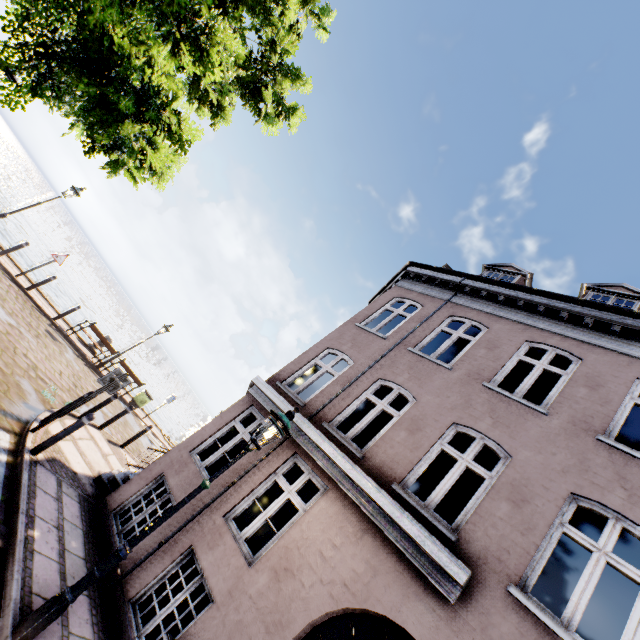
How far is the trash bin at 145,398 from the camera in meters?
16.8 m

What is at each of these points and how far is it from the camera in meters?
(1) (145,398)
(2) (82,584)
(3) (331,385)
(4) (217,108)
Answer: (1) trash bin, 17.0 m
(2) street light, 3.8 m
(3) building, 8.1 m
(4) tree, 8.3 m

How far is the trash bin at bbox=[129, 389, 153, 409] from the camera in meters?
16.8 m

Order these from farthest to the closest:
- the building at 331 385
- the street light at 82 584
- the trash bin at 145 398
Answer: the trash bin at 145 398, the building at 331 385, the street light at 82 584

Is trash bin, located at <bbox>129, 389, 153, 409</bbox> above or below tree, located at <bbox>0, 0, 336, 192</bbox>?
below

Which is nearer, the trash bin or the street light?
the street light

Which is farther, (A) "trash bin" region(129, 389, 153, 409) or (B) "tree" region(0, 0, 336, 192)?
(A) "trash bin" region(129, 389, 153, 409)

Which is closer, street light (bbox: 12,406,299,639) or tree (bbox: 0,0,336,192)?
street light (bbox: 12,406,299,639)
